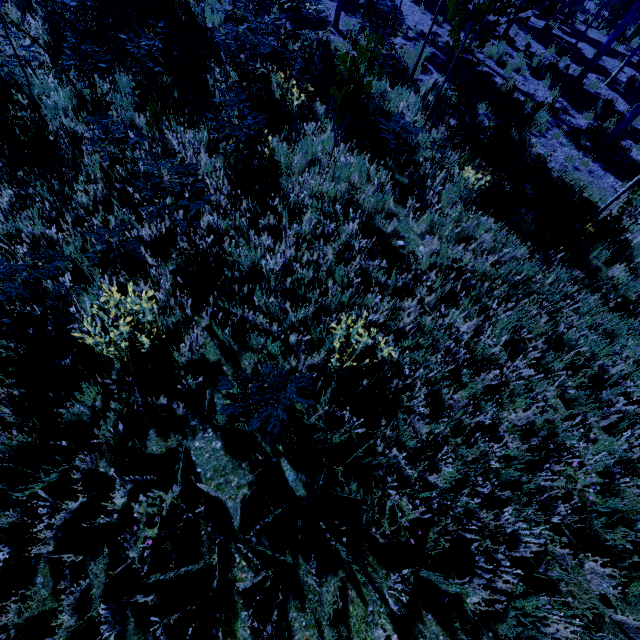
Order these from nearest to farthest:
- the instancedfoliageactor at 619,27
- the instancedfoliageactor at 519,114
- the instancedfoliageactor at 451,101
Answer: the instancedfoliageactor at 451,101 → the instancedfoliageactor at 519,114 → the instancedfoliageactor at 619,27

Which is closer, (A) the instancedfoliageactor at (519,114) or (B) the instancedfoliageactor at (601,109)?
(A) the instancedfoliageactor at (519,114)

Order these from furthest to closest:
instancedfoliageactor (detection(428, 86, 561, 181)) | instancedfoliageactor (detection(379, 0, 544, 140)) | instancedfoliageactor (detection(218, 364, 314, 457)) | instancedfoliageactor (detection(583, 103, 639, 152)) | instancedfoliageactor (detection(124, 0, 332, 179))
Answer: instancedfoliageactor (detection(583, 103, 639, 152)) → instancedfoliageactor (detection(428, 86, 561, 181)) → instancedfoliageactor (detection(379, 0, 544, 140)) → instancedfoliageactor (detection(124, 0, 332, 179)) → instancedfoliageactor (detection(218, 364, 314, 457))

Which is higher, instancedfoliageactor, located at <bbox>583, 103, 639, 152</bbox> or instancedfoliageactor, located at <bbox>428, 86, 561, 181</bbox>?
instancedfoliageactor, located at <bbox>583, 103, 639, 152</bbox>

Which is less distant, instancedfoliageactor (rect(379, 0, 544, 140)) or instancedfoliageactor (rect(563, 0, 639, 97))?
instancedfoliageactor (rect(379, 0, 544, 140))

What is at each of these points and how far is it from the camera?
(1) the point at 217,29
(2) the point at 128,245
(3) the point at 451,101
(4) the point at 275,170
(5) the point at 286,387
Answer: (1) instancedfoliageactor, 6.7m
(2) instancedfoliageactor, 4.1m
(3) instancedfoliageactor, 8.1m
(4) instancedfoliageactor, 5.3m
(5) instancedfoliageactor, 2.8m

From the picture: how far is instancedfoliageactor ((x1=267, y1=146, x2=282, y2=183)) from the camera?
5.1 meters
